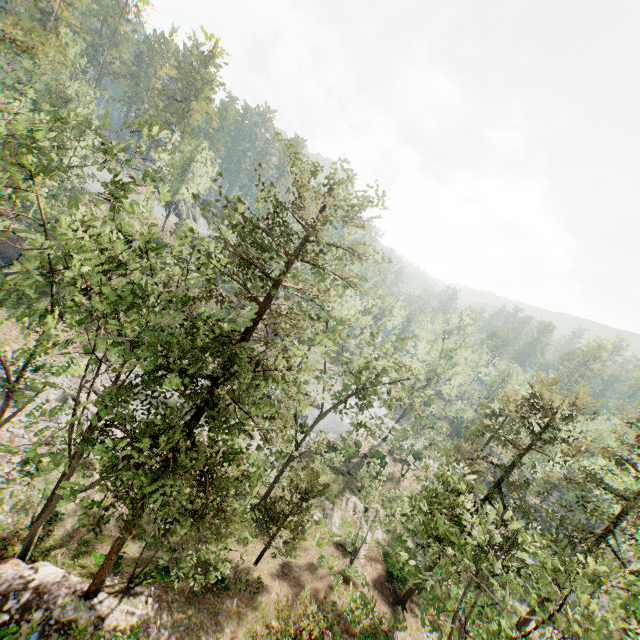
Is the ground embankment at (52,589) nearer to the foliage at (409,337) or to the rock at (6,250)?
the foliage at (409,337)

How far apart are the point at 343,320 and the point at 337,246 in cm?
1168

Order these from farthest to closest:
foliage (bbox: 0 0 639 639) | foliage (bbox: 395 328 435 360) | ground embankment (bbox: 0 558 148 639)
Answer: foliage (bbox: 395 328 435 360) → ground embankment (bbox: 0 558 148 639) → foliage (bbox: 0 0 639 639)

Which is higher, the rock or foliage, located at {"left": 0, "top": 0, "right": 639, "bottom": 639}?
foliage, located at {"left": 0, "top": 0, "right": 639, "bottom": 639}

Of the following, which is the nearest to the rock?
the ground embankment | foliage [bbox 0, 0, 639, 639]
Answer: foliage [bbox 0, 0, 639, 639]

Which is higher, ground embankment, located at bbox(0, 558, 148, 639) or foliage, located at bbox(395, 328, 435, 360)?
foliage, located at bbox(395, 328, 435, 360)
